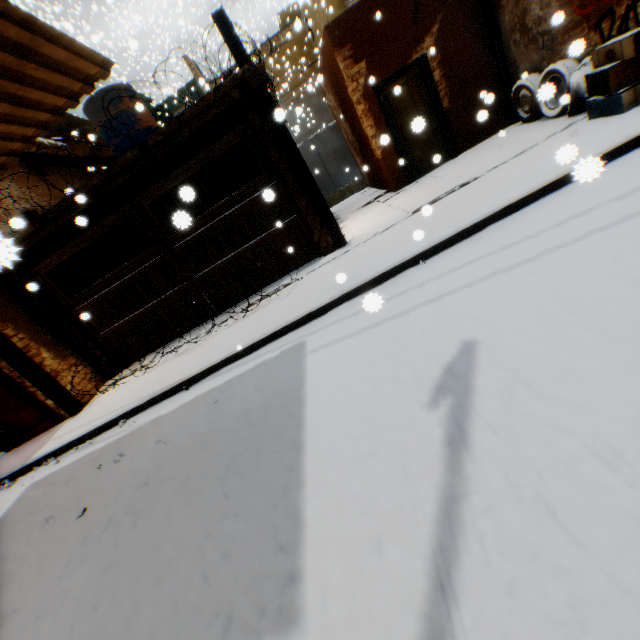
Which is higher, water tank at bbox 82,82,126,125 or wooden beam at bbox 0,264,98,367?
water tank at bbox 82,82,126,125

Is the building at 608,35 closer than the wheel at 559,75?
Yes

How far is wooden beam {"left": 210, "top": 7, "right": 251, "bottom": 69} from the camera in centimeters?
538cm

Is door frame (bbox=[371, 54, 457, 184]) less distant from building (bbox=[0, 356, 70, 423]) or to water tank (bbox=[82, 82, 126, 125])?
building (bbox=[0, 356, 70, 423])

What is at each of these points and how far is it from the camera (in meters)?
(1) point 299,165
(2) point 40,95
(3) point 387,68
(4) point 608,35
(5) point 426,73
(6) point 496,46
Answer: (1) wooden beam, 6.36
(2) building, 2.90
(3) building, 7.86
(4) building, 5.32
(5) door frame, 7.91
(6) wooden beam, 7.57

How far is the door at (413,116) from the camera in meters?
8.0 m

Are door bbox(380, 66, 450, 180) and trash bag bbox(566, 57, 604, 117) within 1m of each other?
no
